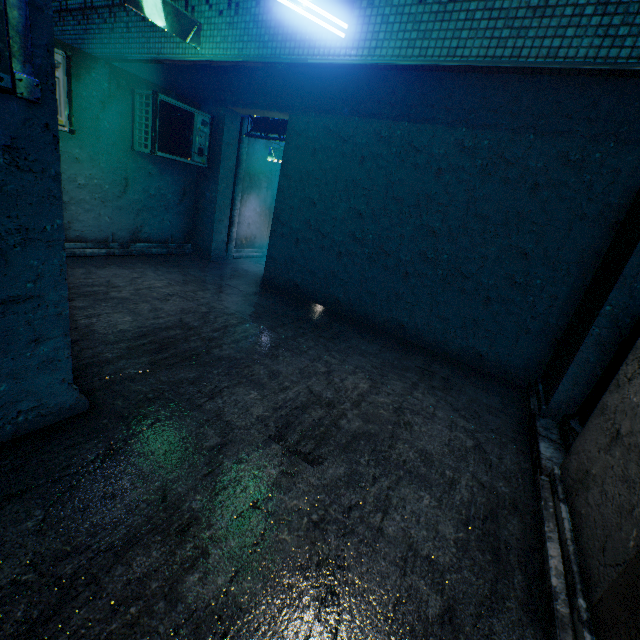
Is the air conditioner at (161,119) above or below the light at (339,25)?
below

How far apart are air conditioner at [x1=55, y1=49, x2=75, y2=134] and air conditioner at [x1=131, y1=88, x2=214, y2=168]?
0.9m

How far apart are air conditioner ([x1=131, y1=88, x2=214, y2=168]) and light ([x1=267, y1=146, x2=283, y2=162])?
1.7 meters

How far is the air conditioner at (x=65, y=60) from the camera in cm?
399

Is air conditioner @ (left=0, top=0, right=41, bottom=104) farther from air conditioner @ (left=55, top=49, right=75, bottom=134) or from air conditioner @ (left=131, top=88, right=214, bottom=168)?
air conditioner @ (left=131, top=88, right=214, bottom=168)

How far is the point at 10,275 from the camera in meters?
1.7 m

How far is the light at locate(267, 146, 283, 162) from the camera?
7.5 meters

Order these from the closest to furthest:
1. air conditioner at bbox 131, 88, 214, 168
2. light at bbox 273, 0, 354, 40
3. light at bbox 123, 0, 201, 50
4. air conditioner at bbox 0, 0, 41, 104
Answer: air conditioner at bbox 0, 0, 41, 104 < light at bbox 273, 0, 354, 40 < light at bbox 123, 0, 201, 50 < air conditioner at bbox 131, 88, 214, 168
